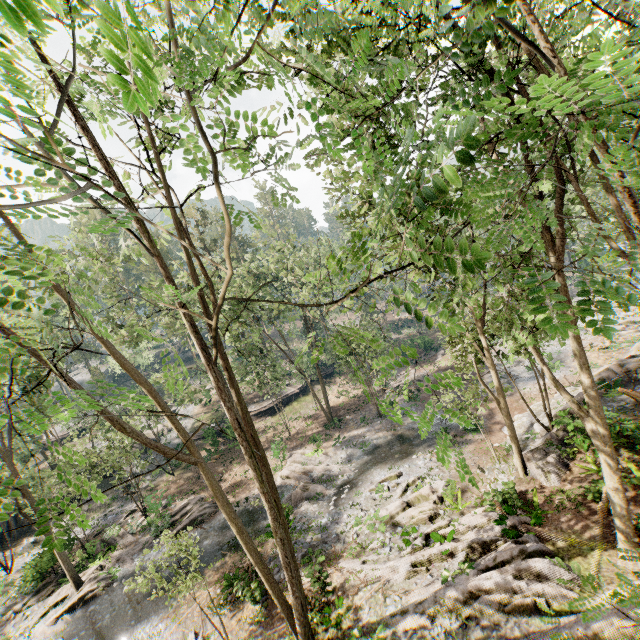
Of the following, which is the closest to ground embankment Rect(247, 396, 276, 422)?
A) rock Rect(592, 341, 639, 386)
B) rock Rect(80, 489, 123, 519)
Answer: rock Rect(80, 489, 123, 519)

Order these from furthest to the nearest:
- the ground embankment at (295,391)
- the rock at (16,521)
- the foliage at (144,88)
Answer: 1. the ground embankment at (295,391)
2. the rock at (16,521)
3. the foliage at (144,88)

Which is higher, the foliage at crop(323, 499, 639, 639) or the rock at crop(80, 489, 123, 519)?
the foliage at crop(323, 499, 639, 639)

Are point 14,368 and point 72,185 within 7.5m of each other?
yes

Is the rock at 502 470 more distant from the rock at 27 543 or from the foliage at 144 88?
the rock at 27 543

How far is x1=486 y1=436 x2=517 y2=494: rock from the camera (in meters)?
15.56

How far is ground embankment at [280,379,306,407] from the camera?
40.7 meters

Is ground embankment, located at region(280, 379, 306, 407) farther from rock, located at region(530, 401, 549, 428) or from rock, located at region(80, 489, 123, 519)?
rock, located at region(530, 401, 549, 428)
